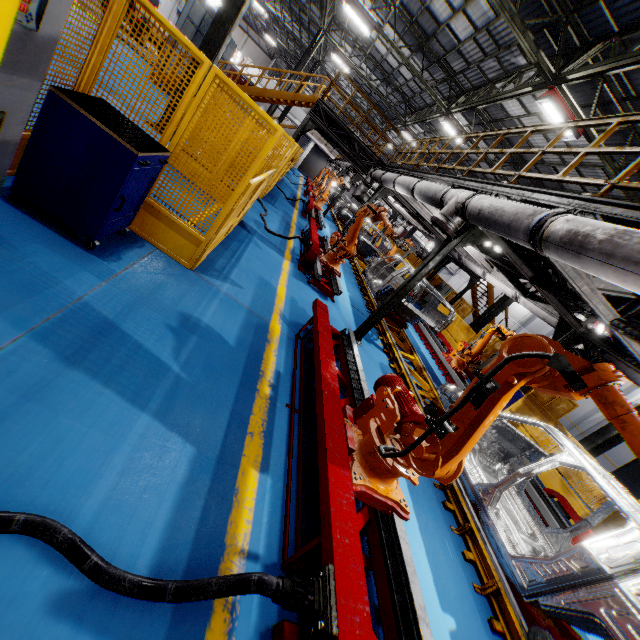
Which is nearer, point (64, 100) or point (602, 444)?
point (64, 100)

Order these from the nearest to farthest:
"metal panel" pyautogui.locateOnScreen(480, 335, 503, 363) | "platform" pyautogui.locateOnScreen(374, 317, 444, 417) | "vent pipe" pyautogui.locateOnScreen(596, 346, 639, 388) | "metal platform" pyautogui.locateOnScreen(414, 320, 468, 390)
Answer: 1. "vent pipe" pyautogui.locateOnScreen(596, 346, 639, 388)
2. "platform" pyautogui.locateOnScreen(374, 317, 444, 417)
3. "metal platform" pyautogui.locateOnScreen(414, 320, 468, 390)
4. "metal panel" pyautogui.locateOnScreen(480, 335, 503, 363)

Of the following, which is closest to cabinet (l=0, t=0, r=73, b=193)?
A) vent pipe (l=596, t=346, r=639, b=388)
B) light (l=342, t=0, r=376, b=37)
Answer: vent pipe (l=596, t=346, r=639, b=388)

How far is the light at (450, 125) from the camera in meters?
15.7

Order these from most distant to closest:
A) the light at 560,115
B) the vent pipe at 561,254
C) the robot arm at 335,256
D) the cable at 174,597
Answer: the light at 560,115 → the robot arm at 335,256 → the vent pipe at 561,254 → the cable at 174,597

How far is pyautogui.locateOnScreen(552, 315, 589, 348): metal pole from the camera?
7.3m

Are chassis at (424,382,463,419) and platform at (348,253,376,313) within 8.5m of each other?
yes

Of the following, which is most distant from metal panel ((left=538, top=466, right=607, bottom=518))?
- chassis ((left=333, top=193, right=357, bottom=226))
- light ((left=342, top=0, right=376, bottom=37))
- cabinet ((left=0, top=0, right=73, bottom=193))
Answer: light ((left=342, top=0, right=376, bottom=37))
